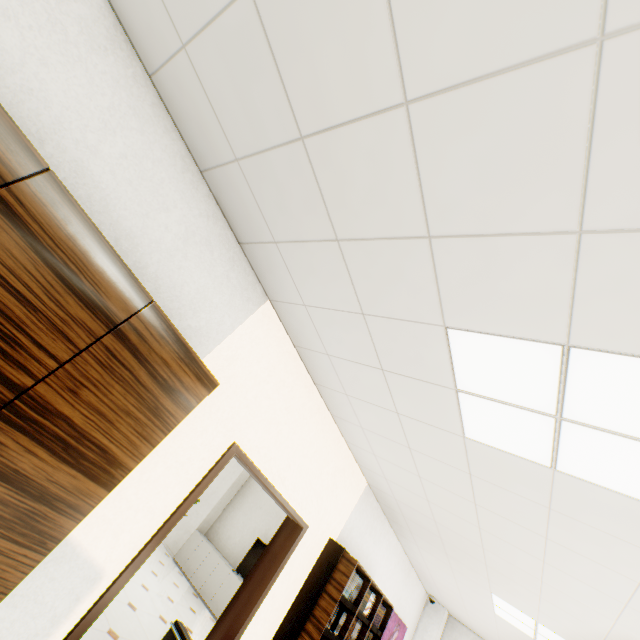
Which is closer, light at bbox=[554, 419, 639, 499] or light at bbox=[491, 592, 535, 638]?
light at bbox=[554, 419, 639, 499]

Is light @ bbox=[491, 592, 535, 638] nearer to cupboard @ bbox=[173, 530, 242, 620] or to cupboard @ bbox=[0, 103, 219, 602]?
cupboard @ bbox=[173, 530, 242, 620]

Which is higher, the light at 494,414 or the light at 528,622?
the light at 494,414

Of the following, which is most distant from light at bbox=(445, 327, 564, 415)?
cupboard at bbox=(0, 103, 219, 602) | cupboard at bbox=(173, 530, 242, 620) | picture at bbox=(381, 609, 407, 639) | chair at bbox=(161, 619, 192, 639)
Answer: cupboard at bbox=(173, 530, 242, 620)

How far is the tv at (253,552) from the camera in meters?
7.8

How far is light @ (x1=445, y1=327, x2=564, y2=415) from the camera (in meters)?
1.42

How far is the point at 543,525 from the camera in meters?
2.3

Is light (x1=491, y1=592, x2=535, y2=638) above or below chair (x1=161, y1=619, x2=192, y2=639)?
above
